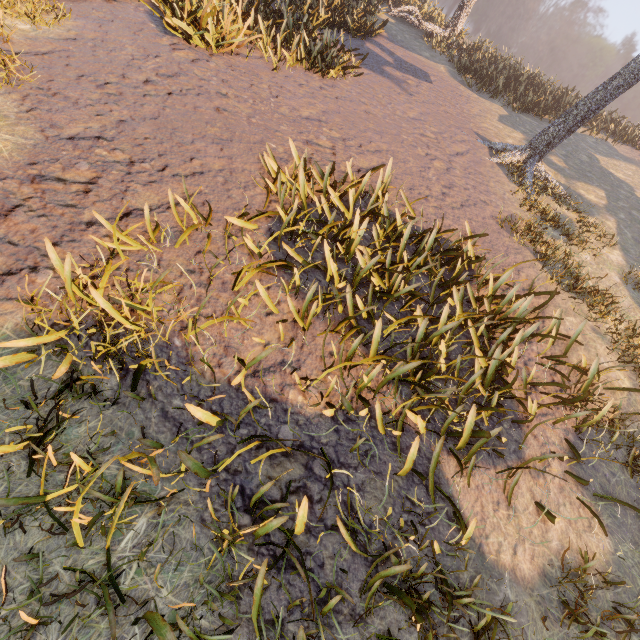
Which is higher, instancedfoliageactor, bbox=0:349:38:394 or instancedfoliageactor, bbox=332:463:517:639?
instancedfoliageactor, bbox=332:463:517:639

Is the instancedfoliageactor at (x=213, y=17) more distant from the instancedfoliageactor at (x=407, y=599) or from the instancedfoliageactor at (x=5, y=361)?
the instancedfoliageactor at (x=5, y=361)

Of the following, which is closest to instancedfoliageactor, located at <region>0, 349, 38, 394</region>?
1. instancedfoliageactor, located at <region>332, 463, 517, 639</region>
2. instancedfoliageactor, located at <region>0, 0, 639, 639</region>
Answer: instancedfoliageactor, located at <region>332, 463, 517, 639</region>

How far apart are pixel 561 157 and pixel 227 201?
A: 15.77m

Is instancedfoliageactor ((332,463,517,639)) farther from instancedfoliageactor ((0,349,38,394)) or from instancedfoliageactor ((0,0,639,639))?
instancedfoliageactor ((0,349,38,394))

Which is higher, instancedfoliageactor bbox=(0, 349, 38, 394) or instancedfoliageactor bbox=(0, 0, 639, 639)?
instancedfoliageactor bbox=(0, 0, 639, 639)

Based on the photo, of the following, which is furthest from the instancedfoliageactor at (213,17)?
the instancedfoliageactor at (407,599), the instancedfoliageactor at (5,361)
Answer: the instancedfoliageactor at (5,361)
